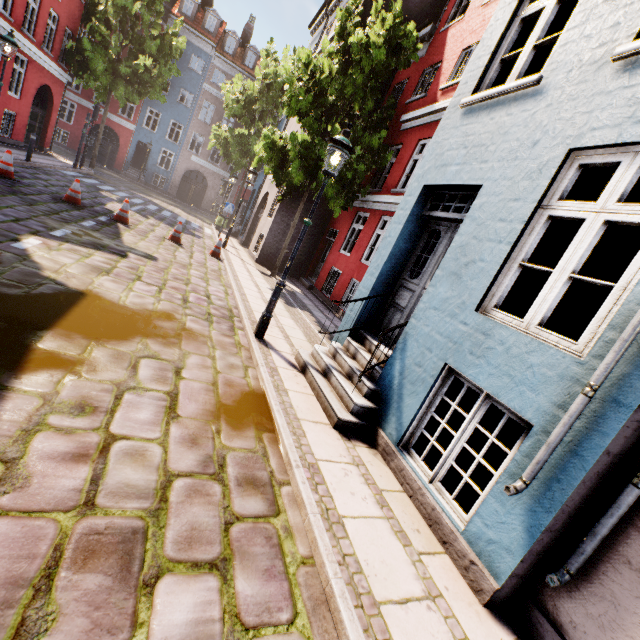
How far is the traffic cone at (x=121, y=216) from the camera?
10.30m

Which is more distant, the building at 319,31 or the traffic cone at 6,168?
the building at 319,31

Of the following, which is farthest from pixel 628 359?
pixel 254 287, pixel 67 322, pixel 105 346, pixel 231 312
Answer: pixel 254 287

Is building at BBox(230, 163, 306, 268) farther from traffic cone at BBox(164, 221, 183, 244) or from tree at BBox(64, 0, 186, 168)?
traffic cone at BBox(164, 221, 183, 244)

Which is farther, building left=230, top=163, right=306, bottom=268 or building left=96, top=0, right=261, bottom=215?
building left=96, top=0, right=261, bottom=215

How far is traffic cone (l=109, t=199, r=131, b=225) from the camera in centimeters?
1030cm

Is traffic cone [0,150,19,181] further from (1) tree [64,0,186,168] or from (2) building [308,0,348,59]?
(1) tree [64,0,186,168]

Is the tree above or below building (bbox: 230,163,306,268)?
above
